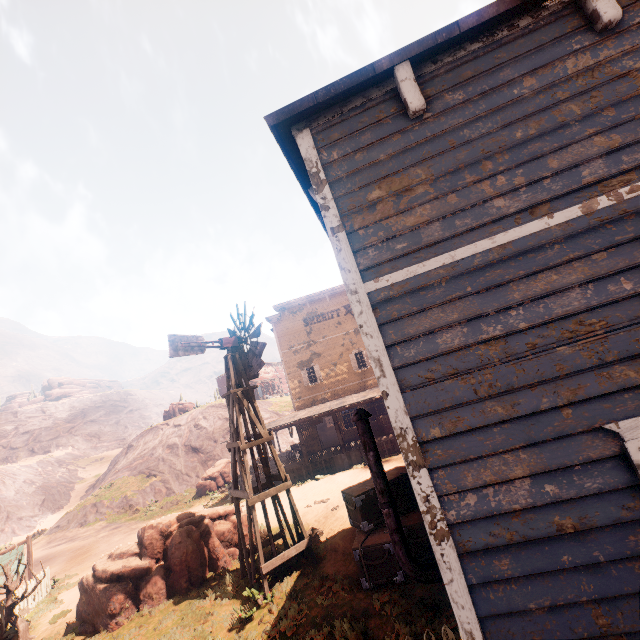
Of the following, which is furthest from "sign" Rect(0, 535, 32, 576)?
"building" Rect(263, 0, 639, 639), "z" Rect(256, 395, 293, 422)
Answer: "building" Rect(263, 0, 639, 639)

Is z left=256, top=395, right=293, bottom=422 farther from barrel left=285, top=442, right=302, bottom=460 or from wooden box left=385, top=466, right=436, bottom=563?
barrel left=285, top=442, right=302, bottom=460

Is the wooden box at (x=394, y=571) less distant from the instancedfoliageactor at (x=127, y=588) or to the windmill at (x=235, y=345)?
the windmill at (x=235, y=345)

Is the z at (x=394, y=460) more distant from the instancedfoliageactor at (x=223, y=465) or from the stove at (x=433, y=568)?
the stove at (x=433, y=568)

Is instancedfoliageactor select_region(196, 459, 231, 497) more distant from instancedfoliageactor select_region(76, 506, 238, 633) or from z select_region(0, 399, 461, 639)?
instancedfoliageactor select_region(76, 506, 238, 633)

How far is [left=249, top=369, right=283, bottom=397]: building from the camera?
55.8 meters

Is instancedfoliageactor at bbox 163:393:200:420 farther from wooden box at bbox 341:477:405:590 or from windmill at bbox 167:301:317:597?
wooden box at bbox 341:477:405:590

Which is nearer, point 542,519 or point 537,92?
point 542,519
